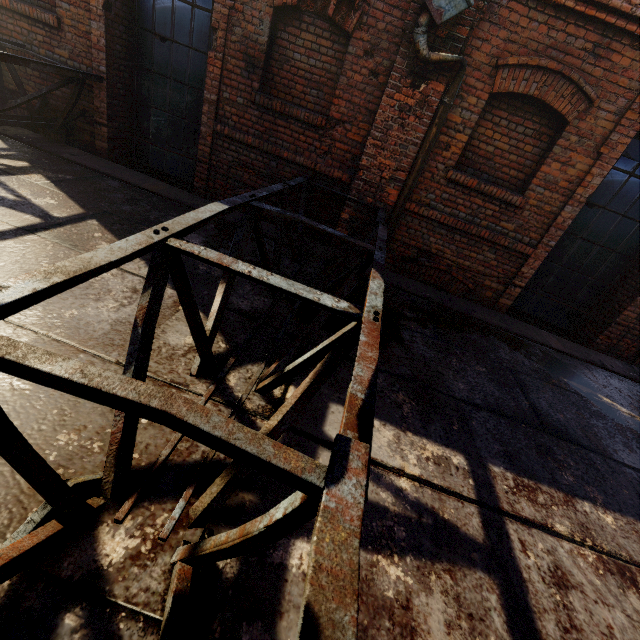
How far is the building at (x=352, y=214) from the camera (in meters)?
4.82

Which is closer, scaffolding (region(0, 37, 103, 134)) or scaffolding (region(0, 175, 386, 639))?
scaffolding (region(0, 175, 386, 639))

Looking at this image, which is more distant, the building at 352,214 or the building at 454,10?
the building at 352,214

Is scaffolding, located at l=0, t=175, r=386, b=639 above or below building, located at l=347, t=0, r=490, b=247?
below

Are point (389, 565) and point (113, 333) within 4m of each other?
yes

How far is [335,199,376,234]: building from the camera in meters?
4.8

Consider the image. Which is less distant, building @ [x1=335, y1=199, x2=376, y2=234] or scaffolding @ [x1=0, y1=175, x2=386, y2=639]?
scaffolding @ [x1=0, y1=175, x2=386, y2=639]
